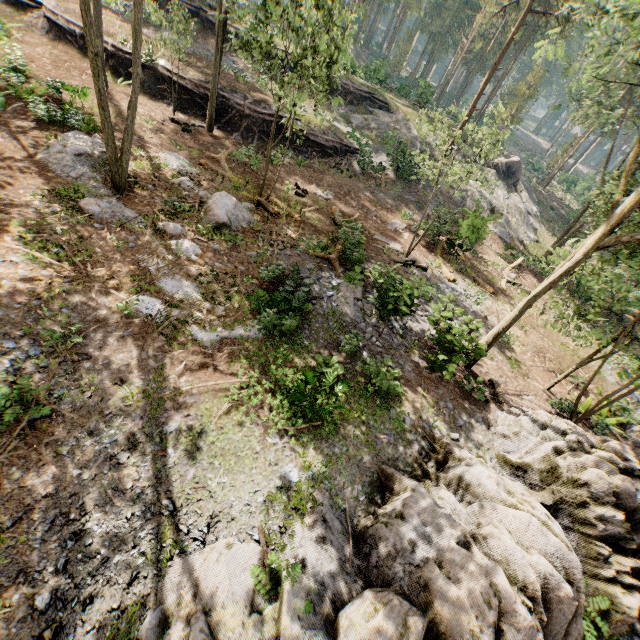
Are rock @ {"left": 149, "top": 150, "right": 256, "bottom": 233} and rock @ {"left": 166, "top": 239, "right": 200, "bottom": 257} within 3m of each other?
yes

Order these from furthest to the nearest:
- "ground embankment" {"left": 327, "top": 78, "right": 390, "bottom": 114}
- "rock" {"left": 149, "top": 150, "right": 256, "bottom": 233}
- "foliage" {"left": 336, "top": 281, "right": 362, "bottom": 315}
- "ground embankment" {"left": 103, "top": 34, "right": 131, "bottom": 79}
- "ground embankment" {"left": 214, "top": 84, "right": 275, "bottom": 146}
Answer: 1. "ground embankment" {"left": 327, "top": 78, "right": 390, "bottom": 114}
2. "ground embankment" {"left": 214, "top": 84, "right": 275, "bottom": 146}
3. "ground embankment" {"left": 103, "top": 34, "right": 131, "bottom": 79}
4. "rock" {"left": 149, "top": 150, "right": 256, "bottom": 233}
5. "foliage" {"left": 336, "top": 281, "right": 362, "bottom": 315}

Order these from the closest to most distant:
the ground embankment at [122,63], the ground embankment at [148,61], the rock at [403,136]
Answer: the ground embankment at [122,63]
the ground embankment at [148,61]
the rock at [403,136]

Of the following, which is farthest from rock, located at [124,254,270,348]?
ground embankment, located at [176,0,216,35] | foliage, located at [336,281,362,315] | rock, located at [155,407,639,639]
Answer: ground embankment, located at [176,0,216,35]

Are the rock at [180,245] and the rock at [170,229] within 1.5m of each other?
yes

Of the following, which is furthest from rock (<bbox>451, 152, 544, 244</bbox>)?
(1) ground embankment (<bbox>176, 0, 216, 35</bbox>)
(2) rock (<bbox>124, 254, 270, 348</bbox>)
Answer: (2) rock (<bbox>124, 254, 270, 348</bbox>)

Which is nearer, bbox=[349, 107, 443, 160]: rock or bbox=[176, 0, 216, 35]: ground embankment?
bbox=[349, 107, 443, 160]: rock

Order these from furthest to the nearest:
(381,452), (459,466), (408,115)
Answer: (408,115) < (381,452) < (459,466)
